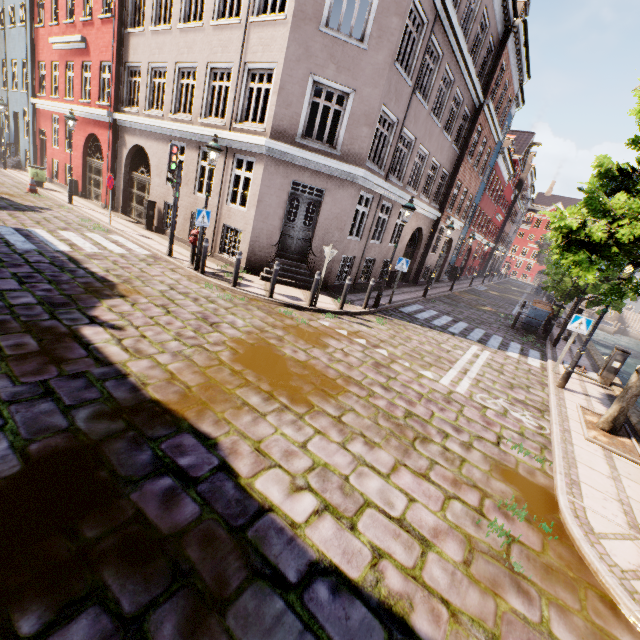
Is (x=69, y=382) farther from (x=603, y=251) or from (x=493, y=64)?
(x=493, y=64)

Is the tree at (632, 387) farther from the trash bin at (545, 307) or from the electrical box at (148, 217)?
the electrical box at (148, 217)

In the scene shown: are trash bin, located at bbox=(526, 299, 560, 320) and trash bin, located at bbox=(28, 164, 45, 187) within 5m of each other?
no

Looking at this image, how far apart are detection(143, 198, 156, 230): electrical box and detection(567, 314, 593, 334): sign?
16.2m

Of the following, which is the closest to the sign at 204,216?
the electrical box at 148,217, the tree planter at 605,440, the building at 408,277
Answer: the building at 408,277

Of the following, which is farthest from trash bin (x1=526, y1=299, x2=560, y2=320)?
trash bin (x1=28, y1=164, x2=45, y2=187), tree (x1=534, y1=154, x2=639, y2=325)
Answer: trash bin (x1=28, y1=164, x2=45, y2=187)

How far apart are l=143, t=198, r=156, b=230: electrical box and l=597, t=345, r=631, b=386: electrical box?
18.0m

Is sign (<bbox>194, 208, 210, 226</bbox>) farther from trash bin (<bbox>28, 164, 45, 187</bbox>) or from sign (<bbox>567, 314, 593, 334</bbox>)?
trash bin (<bbox>28, 164, 45, 187</bbox>)
